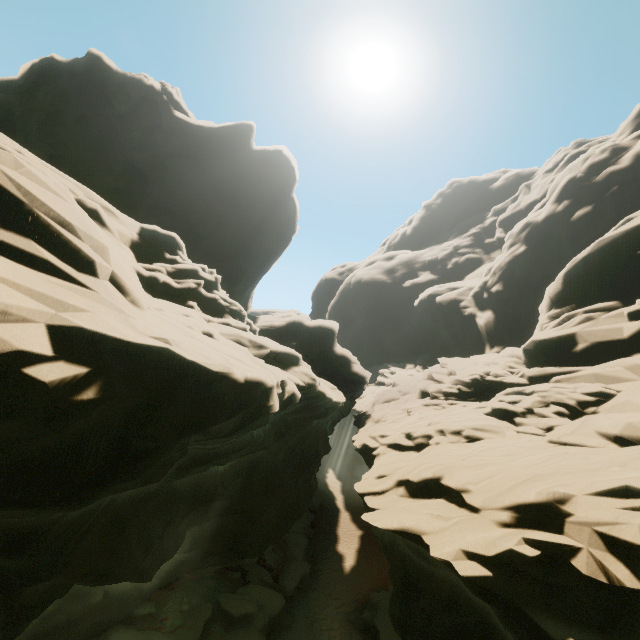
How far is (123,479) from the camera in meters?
4.7
